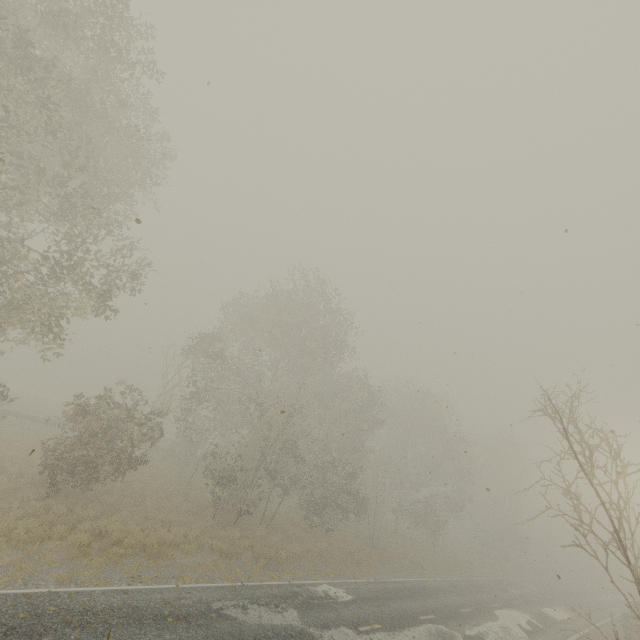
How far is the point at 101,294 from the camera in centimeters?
1252cm
